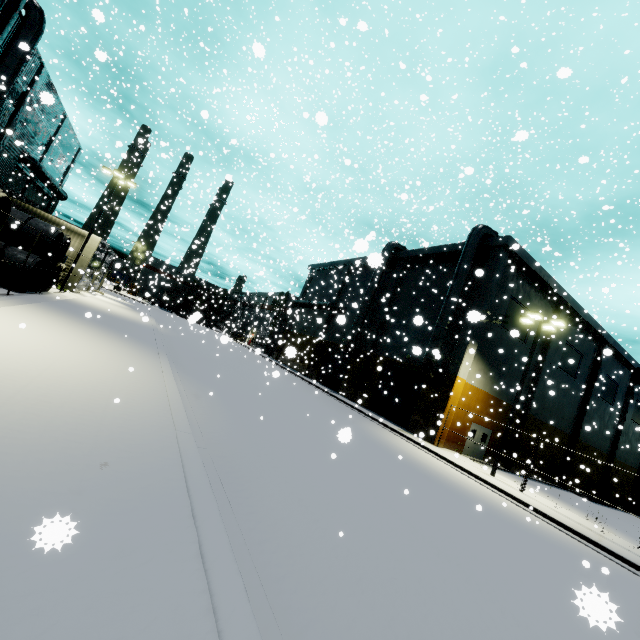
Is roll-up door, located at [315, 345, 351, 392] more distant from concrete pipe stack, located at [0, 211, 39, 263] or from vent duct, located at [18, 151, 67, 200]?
concrete pipe stack, located at [0, 211, 39, 263]

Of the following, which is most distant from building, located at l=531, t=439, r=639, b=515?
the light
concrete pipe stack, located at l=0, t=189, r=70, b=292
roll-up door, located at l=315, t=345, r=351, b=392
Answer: Result: the light

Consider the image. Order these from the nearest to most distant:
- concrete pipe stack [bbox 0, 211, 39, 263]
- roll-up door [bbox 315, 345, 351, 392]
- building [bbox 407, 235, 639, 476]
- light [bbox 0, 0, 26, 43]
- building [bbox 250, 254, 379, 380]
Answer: light [bbox 0, 0, 26, 43] → concrete pipe stack [bbox 0, 211, 39, 263] → building [bbox 407, 235, 639, 476] → building [bbox 250, 254, 379, 380] → roll-up door [bbox 315, 345, 351, 392]

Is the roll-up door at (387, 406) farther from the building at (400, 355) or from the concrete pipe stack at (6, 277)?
the concrete pipe stack at (6, 277)

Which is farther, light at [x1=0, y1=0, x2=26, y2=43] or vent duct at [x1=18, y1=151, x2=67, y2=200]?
vent duct at [x1=18, y1=151, x2=67, y2=200]

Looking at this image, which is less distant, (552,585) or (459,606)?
(459,606)

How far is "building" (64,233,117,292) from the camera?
26.0 meters

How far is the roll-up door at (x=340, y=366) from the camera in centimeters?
3406cm
